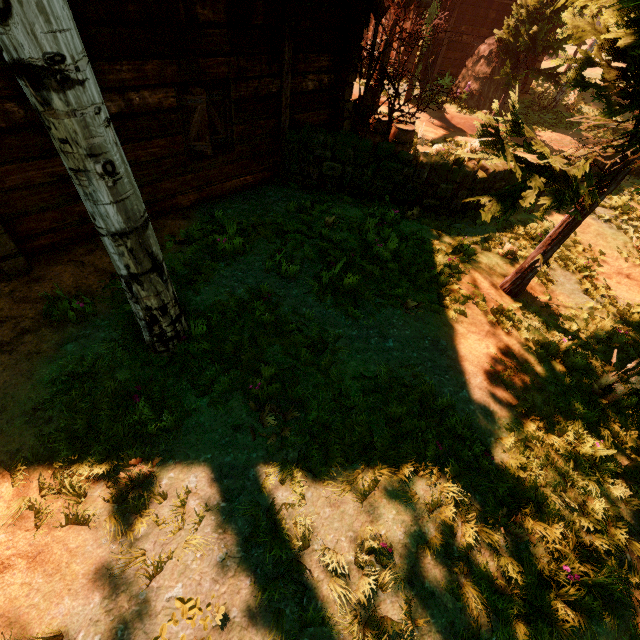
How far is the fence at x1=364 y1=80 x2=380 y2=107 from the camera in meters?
10.4 m

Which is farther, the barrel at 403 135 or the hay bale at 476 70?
the hay bale at 476 70

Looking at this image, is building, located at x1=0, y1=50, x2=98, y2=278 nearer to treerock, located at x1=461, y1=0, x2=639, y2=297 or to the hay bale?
treerock, located at x1=461, y1=0, x2=639, y2=297

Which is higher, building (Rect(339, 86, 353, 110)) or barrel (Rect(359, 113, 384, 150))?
building (Rect(339, 86, 353, 110))

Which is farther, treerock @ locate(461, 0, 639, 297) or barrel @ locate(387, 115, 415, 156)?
barrel @ locate(387, 115, 415, 156)

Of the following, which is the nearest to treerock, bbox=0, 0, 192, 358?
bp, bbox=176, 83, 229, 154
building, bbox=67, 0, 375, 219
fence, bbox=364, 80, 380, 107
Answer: building, bbox=67, 0, 375, 219

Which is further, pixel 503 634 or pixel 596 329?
pixel 596 329

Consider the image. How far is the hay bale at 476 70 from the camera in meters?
14.9 m
